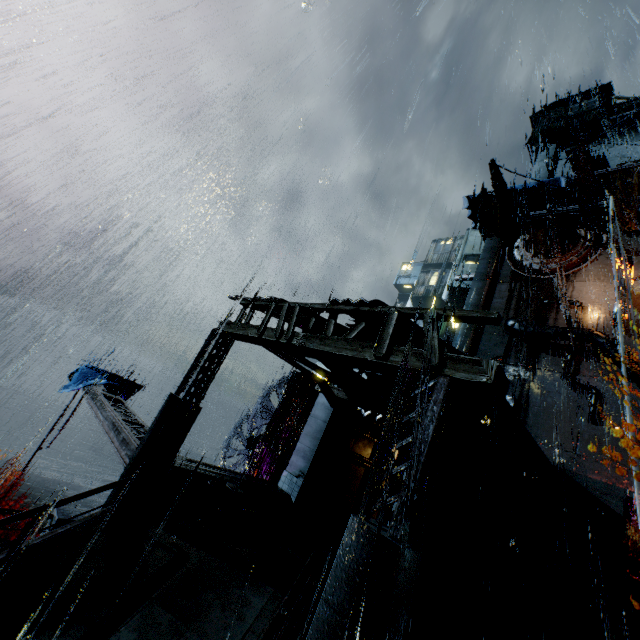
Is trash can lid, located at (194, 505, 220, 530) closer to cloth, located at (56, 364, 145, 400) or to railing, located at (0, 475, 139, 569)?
railing, located at (0, 475, 139, 569)

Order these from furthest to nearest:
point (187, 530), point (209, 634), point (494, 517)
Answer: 1. point (494, 517)
2. point (187, 530)
3. point (209, 634)

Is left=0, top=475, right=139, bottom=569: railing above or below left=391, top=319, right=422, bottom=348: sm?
below

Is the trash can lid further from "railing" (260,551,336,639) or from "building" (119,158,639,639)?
"railing" (260,551,336,639)

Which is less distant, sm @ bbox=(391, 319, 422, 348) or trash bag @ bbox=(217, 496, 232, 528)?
sm @ bbox=(391, 319, 422, 348)

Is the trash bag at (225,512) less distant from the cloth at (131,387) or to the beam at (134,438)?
the beam at (134,438)

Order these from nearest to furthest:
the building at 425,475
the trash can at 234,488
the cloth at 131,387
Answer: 1. the building at 425,475
2. the trash can at 234,488
3. the cloth at 131,387

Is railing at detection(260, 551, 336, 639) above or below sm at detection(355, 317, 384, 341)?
below
